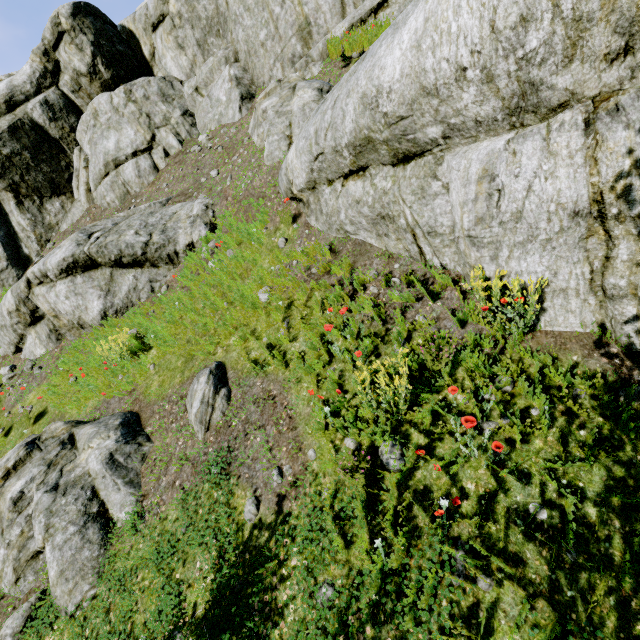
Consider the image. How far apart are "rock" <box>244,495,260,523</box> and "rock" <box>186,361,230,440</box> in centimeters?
139cm

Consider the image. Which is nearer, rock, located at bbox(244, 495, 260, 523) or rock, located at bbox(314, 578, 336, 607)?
rock, located at bbox(314, 578, 336, 607)

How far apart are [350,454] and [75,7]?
19.5 meters

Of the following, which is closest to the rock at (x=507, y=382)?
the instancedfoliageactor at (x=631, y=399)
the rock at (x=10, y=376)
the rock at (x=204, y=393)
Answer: the instancedfoliageactor at (x=631, y=399)

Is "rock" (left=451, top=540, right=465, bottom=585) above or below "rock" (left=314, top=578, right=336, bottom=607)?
above

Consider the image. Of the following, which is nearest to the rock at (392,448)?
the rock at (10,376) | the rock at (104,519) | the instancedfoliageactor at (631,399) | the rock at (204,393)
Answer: the instancedfoliageactor at (631,399)

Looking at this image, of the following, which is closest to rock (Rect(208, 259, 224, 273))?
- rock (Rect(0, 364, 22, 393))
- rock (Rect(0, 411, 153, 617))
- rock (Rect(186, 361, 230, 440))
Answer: rock (Rect(0, 364, 22, 393))
